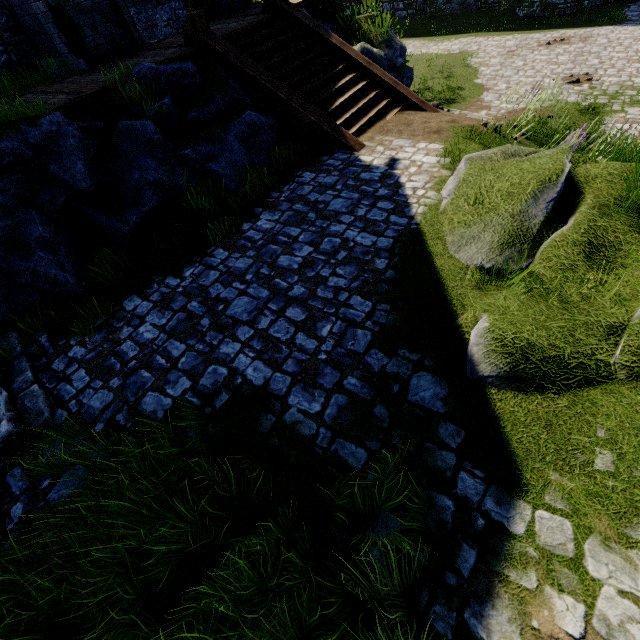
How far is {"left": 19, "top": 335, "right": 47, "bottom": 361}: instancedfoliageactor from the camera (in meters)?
4.66

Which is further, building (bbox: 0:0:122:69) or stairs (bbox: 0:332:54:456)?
building (bbox: 0:0:122:69)

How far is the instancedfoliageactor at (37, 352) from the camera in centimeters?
466cm

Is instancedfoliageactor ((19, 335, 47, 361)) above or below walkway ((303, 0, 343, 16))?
below

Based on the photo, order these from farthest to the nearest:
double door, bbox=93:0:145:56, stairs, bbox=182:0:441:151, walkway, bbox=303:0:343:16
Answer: walkway, bbox=303:0:343:16 → double door, bbox=93:0:145:56 → stairs, bbox=182:0:441:151

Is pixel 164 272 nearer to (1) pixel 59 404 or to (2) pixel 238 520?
(1) pixel 59 404

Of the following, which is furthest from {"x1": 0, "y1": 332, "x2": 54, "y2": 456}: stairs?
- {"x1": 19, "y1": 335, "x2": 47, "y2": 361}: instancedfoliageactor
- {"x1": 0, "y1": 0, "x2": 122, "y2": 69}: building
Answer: {"x1": 0, "y1": 0, "x2": 122, "y2": 69}: building

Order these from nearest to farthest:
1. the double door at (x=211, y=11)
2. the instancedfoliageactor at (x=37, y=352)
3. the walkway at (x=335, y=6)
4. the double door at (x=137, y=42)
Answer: the instancedfoliageactor at (x=37, y=352) < the double door at (x=137, y=42) < the double door at (x=211, y=11) < the walkway at (x=335, y=6)
